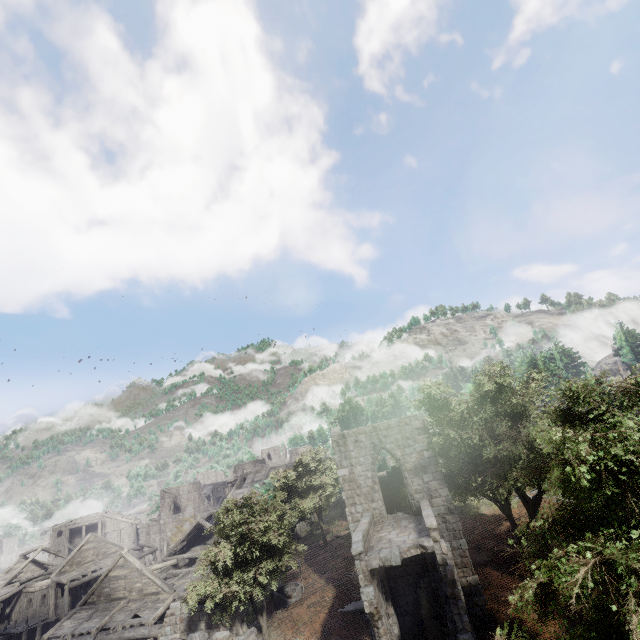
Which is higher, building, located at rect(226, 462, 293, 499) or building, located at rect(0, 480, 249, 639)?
building, located at rect(226, 462, 293, 499)

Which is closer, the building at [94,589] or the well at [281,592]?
the building at [94,589]

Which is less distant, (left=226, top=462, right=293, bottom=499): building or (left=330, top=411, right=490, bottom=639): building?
(left=330, top=411, right=490, bottom=639): building

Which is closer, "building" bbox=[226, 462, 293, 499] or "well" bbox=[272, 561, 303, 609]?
"well" bbox=[272, 561, 303, 609]

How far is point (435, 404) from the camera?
20.6m

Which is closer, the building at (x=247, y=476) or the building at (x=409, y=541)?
the building at (x=409, y=541)

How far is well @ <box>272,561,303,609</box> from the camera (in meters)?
21.22
